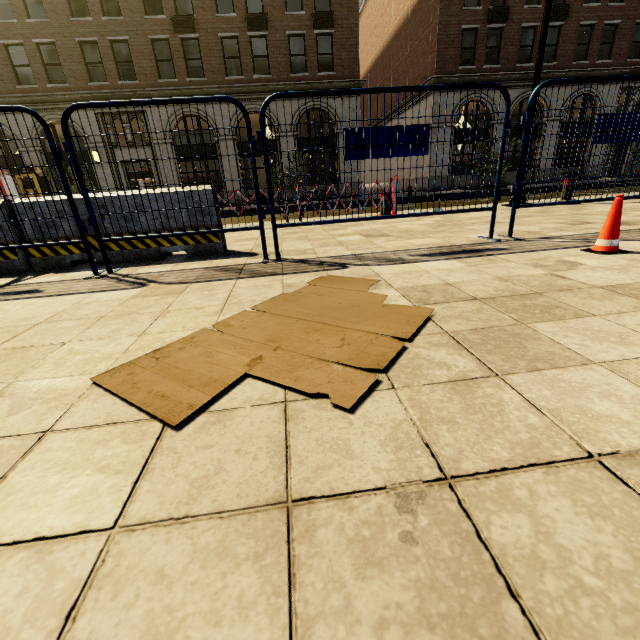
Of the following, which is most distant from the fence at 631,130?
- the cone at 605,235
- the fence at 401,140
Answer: the cone at 605,235

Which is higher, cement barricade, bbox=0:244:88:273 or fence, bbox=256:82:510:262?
fence, bbox=256:82:510:262

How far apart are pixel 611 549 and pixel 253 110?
24.75m

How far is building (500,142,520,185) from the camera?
23.6 meters

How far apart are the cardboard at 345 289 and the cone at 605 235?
2.1 meters

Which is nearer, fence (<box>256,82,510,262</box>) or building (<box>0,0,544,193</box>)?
fence (<box>256,82,510,262</box>)

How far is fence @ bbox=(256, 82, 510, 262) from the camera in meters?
3.3

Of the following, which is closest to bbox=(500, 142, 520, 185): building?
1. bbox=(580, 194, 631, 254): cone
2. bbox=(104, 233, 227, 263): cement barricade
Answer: bbox=(104, 233, 227, 263): cement barricade
